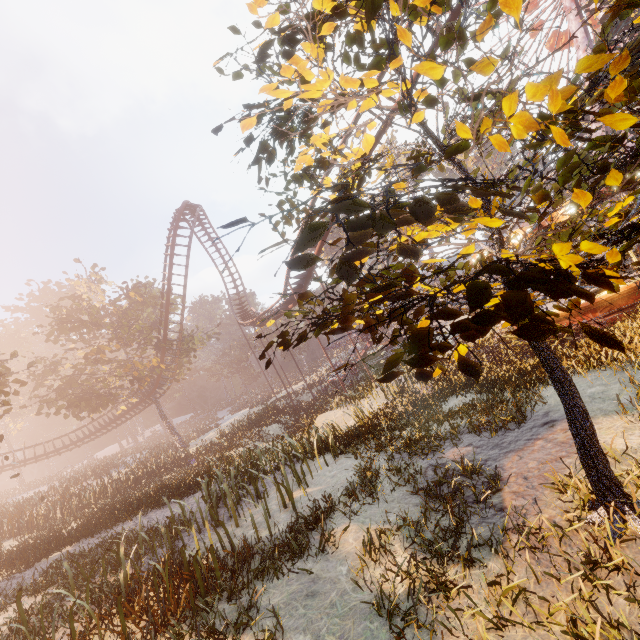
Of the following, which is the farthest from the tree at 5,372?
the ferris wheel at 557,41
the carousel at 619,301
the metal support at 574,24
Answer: the ferris wheel at 557,41

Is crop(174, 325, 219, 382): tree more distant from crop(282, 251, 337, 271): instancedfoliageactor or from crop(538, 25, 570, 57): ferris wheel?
crop(538, 25, 570, 57): ferris wheel

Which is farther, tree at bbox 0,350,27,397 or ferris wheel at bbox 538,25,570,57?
ferris wheel at bbox 538,25,570,57

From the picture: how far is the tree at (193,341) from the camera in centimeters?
3253cm

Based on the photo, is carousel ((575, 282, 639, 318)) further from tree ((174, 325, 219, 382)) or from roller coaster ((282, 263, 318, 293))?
tree ((174, 325, 219, 382))

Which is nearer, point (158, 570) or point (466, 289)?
point (466, 289)

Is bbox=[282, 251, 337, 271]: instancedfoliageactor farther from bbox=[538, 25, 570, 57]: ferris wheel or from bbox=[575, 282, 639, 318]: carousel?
bbox=[538, 25, 570, 57]: ferris wheel

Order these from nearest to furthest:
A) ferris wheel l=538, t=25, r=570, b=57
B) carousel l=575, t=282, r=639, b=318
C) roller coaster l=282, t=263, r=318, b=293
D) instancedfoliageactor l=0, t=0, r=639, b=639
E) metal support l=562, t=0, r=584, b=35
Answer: instancedfoliageactor l=0, t=0, r=639, b=639, carousel l=575, t=282, r=639, b=318, roller coaster l=282, t=263, r=318, b=293, metal support l=562, t=0, r=584, b=35, ferris wheel l=538, t=25, r=570, b=57
